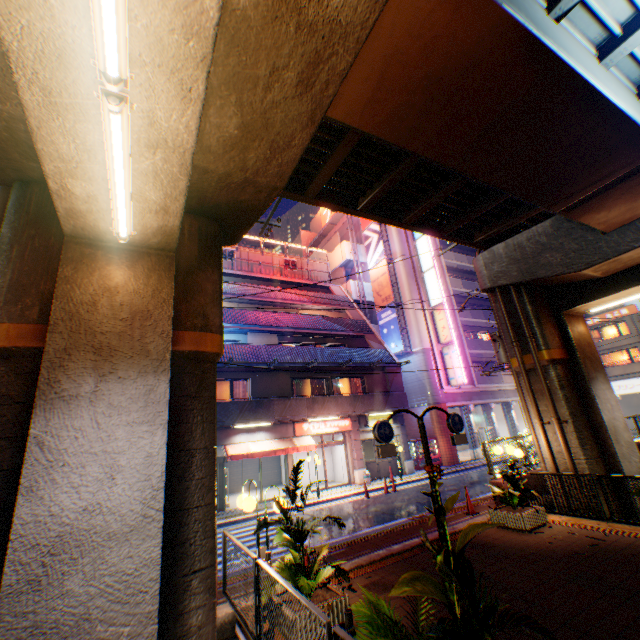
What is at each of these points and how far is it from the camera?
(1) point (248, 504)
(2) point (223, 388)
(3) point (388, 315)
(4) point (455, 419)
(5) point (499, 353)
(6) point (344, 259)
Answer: (1) street lamp, 6.3 meters
(2) window glass, 18.9 meters
(3) billboard, 29.3 meters
(4) sign, 9.1 meters
(5) electric pole, 16.2 meters
(6) stairs, 33.4 meters

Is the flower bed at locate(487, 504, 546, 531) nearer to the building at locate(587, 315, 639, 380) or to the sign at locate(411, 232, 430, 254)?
the sign at locate(411, 232, 430, 254)

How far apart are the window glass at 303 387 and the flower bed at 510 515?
13.10m

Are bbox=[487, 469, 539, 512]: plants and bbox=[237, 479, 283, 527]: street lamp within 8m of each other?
yes

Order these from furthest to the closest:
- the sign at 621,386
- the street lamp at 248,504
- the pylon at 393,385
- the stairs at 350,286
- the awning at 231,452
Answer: the sign at 621,386 < the stairs at 350,286 < the pylon at 393,385 < the awning at 231,452 < the street lamp at 248,504

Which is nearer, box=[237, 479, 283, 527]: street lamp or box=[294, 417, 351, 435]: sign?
box=[237, 479, 283, 527]: street lamp

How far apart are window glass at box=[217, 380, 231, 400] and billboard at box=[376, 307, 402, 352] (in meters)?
14.52

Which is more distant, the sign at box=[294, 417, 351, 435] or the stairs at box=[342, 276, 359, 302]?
the stairs at box=[342, 276, 359, 302]
